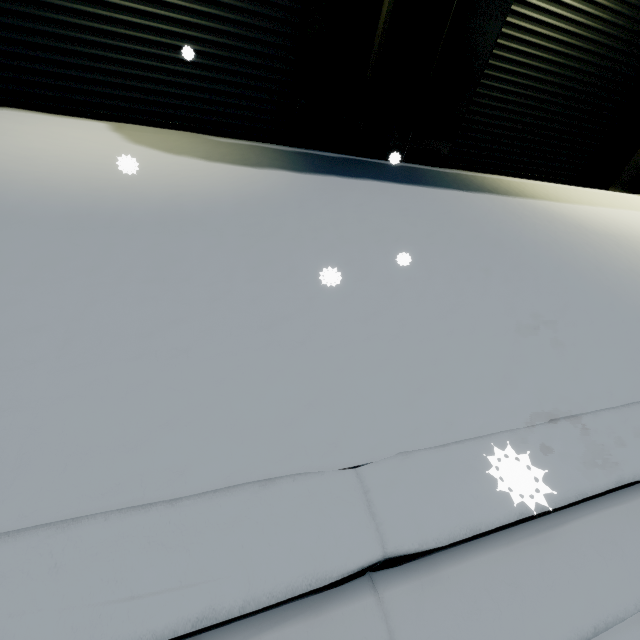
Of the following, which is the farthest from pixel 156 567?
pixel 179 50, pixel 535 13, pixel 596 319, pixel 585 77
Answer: pixel 585 77

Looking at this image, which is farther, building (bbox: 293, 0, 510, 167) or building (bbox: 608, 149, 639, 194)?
building (bbox: 608, 149, 639, 194)

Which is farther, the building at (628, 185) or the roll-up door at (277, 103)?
the building at (628, 185)

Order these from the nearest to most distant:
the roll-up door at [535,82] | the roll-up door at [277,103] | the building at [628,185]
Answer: Answer:
1. the roll-up door at [277,103]
2. the roll-up door at [535,82]
3. the building at [628,185]

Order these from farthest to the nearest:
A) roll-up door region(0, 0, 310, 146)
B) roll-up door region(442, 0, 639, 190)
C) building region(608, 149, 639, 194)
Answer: building region(608, 149, 639, 194) → roll-up door region(442, 0, 639, 190) → roll-up door region(0, 0, 310, 146)

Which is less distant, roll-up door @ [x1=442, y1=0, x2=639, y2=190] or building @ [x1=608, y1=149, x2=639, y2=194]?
roll-up door @ [x1=442, y1=0, x2=639, y2=190]
